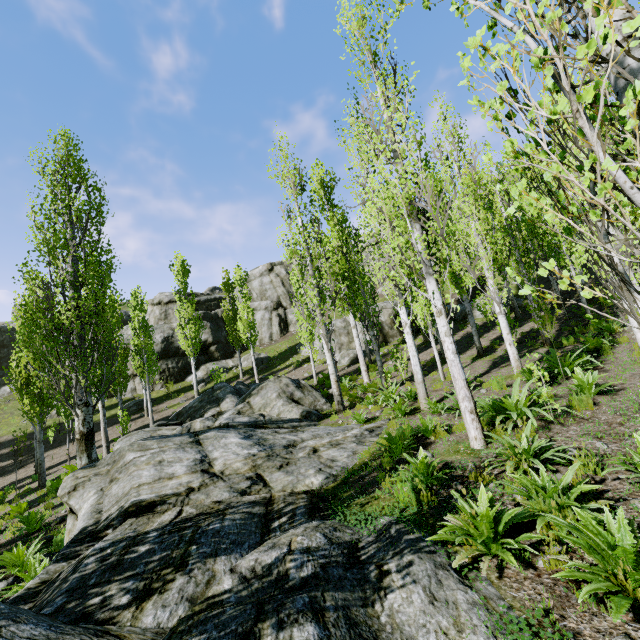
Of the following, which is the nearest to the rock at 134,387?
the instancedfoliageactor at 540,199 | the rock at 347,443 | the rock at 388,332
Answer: the instancedfoliageactor at 540,199

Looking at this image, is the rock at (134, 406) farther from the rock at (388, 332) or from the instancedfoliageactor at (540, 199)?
the rock at (388, 332)

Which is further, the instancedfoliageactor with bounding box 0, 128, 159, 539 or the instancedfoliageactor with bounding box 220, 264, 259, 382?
the instancedfoliageactor with bounding box 220, 264, 259, 382

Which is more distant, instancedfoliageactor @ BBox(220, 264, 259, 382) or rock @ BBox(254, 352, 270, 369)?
rock @ BBox(254, 352, 270, 369)

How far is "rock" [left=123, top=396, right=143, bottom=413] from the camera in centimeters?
2725cm

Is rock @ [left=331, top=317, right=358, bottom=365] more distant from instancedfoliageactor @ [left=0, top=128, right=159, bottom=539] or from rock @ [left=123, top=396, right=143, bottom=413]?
rock @ [left=123, top=396, right=143, bottom=413]

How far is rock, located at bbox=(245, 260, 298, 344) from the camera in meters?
38.7 m

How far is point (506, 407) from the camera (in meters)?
6.85
